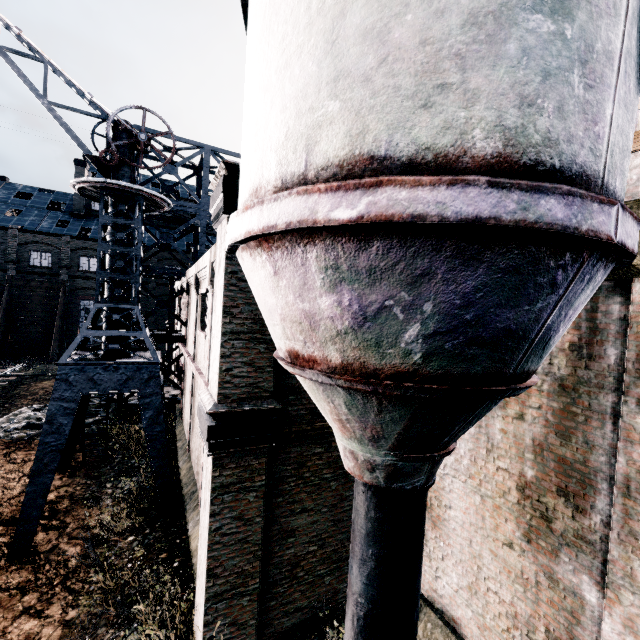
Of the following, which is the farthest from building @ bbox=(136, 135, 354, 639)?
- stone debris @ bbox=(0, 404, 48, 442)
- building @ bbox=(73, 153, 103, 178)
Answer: building @ bbox=(73, 153, 103, 178)

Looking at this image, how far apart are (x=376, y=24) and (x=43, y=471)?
13.49m

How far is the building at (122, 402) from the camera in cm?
1778

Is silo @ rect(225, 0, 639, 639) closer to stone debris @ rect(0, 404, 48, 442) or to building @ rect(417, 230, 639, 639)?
building @ rect(417, 230, 639, 639)

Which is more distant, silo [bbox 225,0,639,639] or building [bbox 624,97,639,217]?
building [bbox 624,97,639,217]

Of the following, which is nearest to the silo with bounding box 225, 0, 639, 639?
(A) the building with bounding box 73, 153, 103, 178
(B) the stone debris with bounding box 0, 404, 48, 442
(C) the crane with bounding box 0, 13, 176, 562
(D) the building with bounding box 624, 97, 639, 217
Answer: (D) the building with bounding box 624, 97, 639, 217

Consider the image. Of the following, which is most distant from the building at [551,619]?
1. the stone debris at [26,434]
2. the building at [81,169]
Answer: the building at [81,169]

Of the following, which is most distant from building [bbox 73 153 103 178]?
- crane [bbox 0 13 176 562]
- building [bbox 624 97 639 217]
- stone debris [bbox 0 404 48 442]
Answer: crane [bbox 0 13 176 562]
